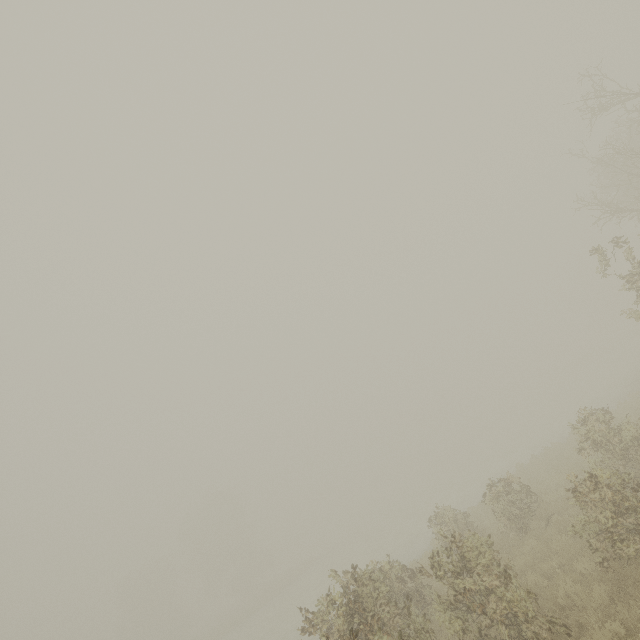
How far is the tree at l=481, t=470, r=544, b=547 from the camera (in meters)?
11.54

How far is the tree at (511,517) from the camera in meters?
11.5

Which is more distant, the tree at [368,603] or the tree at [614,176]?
the tree at [614,176]

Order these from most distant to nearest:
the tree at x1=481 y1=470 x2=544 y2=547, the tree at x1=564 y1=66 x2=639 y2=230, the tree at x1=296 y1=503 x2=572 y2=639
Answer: the tree at x1=564 y1=66 x2=639 y2=230 → the tree at x1=481 y1=470 x2=544 y2=547 → the tree at x1=296 y1=503 x2=572 y2=639

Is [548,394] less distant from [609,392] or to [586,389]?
[586,389]

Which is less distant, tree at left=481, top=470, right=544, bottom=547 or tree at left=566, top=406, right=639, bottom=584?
tree at left=566, top=406, right=639, bottom=584
